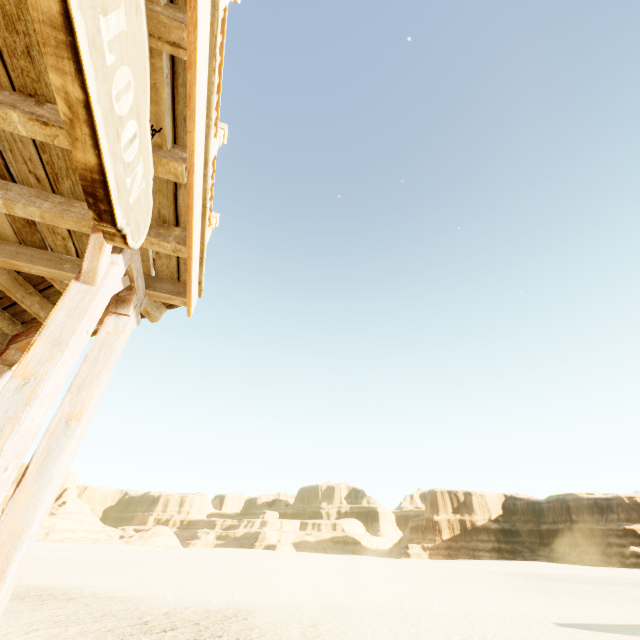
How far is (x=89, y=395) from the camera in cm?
229

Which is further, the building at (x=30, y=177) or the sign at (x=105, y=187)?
the building at (x=30, y=177)

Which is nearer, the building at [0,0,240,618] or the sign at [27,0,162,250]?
the sign at [27,0,162,250]
